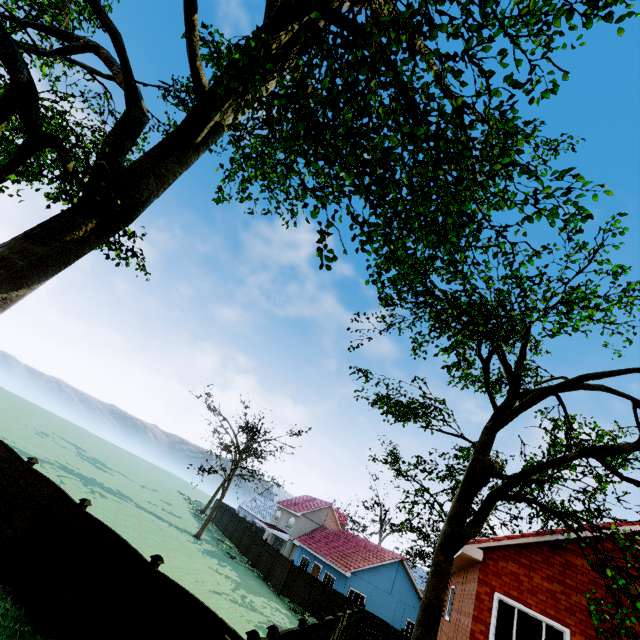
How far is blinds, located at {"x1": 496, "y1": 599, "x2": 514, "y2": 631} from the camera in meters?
9.9 m

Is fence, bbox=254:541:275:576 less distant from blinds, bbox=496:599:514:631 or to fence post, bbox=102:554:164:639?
fence post, bbox=102:554:164:639

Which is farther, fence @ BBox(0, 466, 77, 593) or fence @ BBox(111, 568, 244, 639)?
fence @ BBox(0, 466, 77, 593)

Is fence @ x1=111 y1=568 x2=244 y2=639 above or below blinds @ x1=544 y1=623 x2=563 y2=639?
below

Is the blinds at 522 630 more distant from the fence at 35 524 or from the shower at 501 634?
the fence at 35 524

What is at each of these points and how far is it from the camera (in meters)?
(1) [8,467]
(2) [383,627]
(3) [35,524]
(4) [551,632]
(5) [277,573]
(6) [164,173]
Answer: (1) fence, 11.16
(2) fence, 23.50
(3) fence, 9.69
(4) blinds, 9.61
(5) fence, 27.80
(6) tree, 6.14

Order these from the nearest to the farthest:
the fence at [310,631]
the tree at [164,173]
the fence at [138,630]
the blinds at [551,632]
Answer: the tree at [164,173]
the fence at [138,630]
the blinds at [551,632]
the fence at [310,631]

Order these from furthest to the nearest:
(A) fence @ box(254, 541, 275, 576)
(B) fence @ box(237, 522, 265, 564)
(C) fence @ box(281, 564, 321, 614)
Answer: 1. (B) fence @ box(237, 522, 265, 564)
2. (A) fence @ box(254, 541, 275, 576)
3. (C) fence @ box(281, 564, 321, 614)
